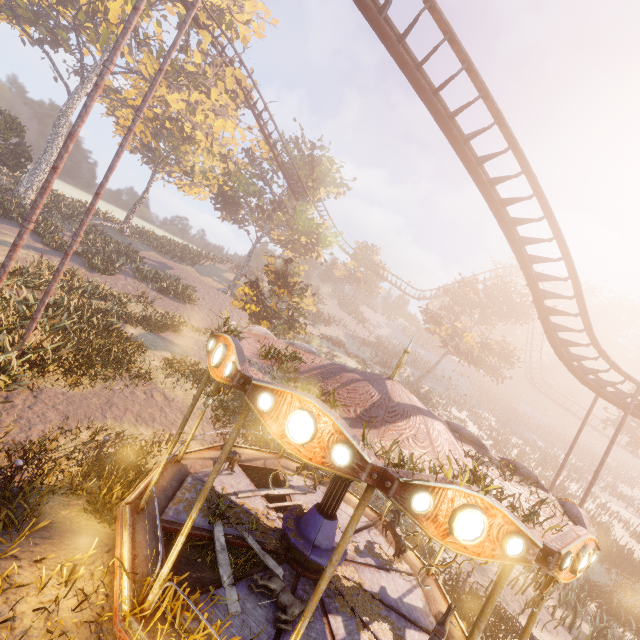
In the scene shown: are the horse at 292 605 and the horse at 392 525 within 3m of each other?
no

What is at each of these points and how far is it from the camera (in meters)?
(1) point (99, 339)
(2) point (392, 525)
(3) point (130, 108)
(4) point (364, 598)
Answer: (1) instancedfoliageactor, 12.50
(2) horse, 8.88
(3) instancedfoliageactor, 30.30
(4) instancedfoliageactor, 6.74

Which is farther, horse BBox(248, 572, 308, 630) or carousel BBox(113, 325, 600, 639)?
horse BBox(248, 572, 308, 630)

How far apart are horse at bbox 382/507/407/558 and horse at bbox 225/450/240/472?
4.5m

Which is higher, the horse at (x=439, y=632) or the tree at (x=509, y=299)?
the tree at (x=509, y=299)

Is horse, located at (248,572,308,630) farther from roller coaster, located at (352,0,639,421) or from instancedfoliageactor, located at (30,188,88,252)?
roller coaster, located at (352,0,639,421)

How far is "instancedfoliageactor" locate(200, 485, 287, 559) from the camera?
6.84m

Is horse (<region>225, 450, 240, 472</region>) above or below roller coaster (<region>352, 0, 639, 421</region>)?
below
